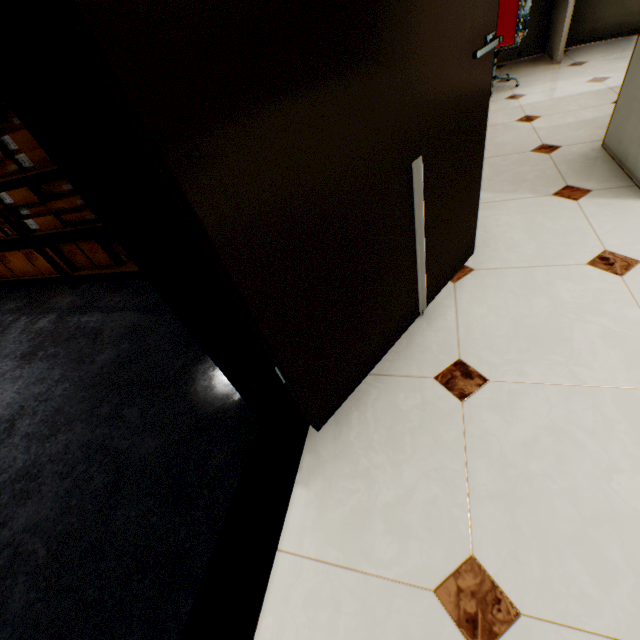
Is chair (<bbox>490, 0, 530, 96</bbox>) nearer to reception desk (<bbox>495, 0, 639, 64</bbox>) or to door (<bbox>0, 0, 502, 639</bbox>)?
reception desk (<bbox>495, 0, 639, 64</bbox>)

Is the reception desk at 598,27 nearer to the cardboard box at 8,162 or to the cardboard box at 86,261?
the cardboard box at 86,261

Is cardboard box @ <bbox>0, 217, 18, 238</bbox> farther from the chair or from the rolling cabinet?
the chair

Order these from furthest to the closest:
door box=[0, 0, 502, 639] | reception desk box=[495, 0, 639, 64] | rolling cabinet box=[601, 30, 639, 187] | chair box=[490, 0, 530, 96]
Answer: reception desk box=[495, 0, 639, 64] < chair box=[490, 0, 530, 96] < rolling cabinet box=[601, 30, 639, 187] < door box=[0, 0, 502, 639]

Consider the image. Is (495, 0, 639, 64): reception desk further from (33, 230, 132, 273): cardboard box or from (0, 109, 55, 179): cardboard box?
(0, 109, 55, 179): cardboard box

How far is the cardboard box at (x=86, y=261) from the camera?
2.68m

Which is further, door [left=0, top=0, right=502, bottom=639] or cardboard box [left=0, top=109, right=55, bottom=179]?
cardboard box [left=0, top=109, right=55, bottom=179]

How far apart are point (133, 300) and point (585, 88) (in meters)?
4.77
